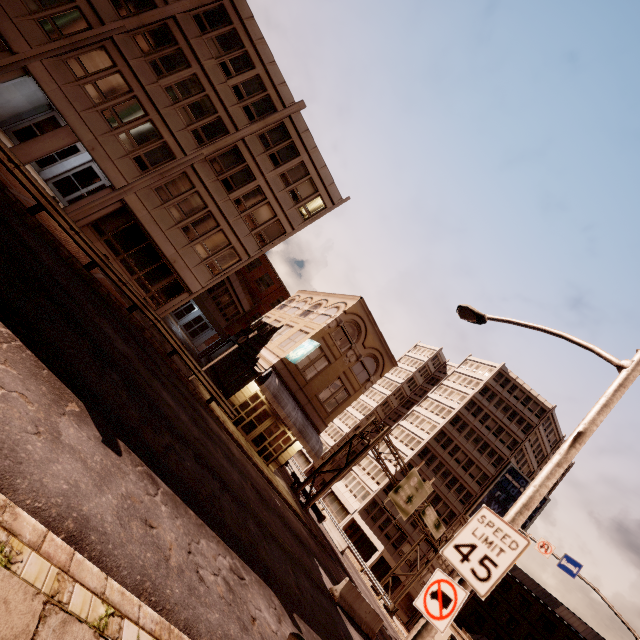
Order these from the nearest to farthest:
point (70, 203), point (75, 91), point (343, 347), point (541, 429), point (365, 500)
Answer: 1. point (75, 91)
2. point (70, 203)
3. point (343, 347)
4. point (365, 500)
5. point (541, 429)

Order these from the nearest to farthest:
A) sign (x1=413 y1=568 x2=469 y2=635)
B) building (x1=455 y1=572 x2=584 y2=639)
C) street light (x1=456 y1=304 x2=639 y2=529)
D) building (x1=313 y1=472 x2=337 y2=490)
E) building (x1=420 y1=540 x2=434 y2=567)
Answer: sign (x1=413 y1=568 x2=469 y2=635)
street light (x1=456 y1=304 x2=639 y2=529)
building (x1=420 y1=540 x2=434 y2=567)
building (x1=455 y1=572 x2=584 y2=639)
building (x1=313 y1=472 x2=337 y2=490)

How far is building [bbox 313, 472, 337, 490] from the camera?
58.23m

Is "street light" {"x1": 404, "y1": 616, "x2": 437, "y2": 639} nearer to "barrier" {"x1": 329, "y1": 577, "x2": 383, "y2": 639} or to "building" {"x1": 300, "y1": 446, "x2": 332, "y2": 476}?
"barrier" {"x1": 329, "y1": 577, "x2": 383, "y2": 639}

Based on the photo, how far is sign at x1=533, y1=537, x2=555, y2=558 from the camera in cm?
1631

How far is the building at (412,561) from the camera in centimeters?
4250cm

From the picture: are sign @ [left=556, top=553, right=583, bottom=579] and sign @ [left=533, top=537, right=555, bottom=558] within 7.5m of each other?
yes
